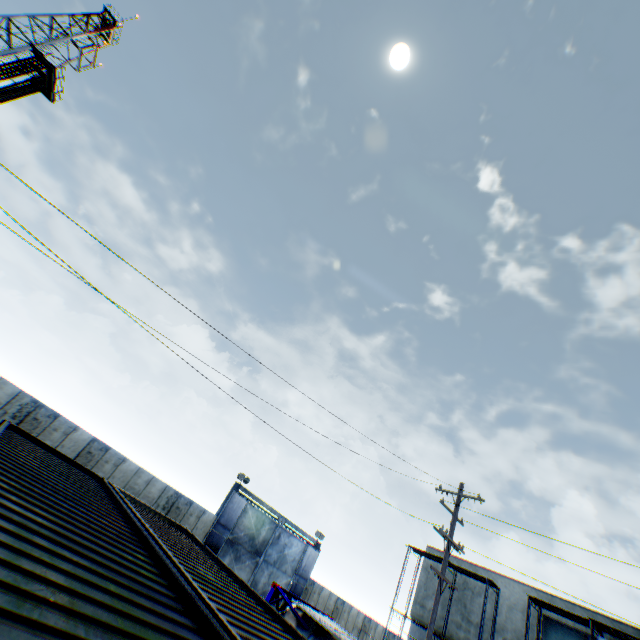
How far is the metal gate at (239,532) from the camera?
25.17m

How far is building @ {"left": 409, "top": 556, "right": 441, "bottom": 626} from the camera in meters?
24.4 m

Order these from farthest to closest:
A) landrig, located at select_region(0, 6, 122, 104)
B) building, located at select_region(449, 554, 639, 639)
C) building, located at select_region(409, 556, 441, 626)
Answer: landrig, located at select_region(0, 6, 122, 104) < building, located at select_region(409, 556, 441, 626) < building, located at select_region(449, 554, 639, 639)

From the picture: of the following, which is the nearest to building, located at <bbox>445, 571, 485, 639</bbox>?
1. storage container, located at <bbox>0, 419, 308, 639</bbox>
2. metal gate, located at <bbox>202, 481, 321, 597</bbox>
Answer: metal gate, located at <bbox>202, 481, 321, 597</bbox>

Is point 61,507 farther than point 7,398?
No

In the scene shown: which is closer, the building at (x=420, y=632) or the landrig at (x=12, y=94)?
the building at (x=420, y=632)

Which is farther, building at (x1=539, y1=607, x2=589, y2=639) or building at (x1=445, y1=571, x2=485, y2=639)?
building at (x1=445, y1=571, x2=485, y2=639)

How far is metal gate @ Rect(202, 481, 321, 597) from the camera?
25.17m
